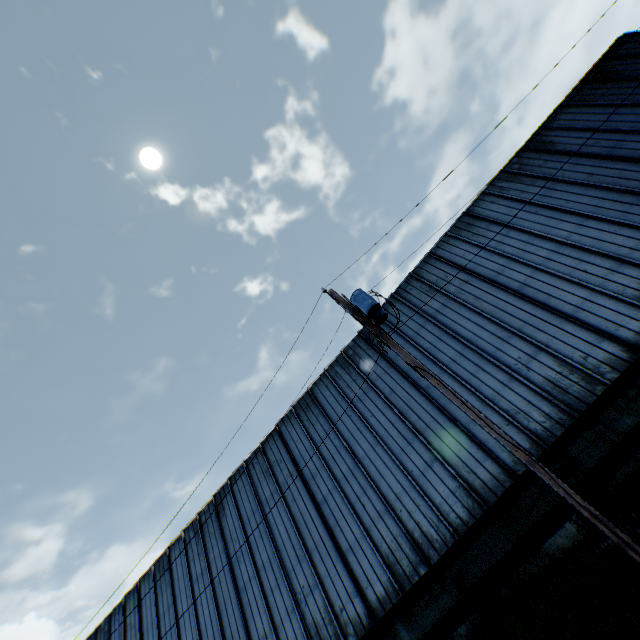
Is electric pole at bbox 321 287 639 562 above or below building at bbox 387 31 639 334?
below

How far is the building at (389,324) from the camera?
16.8m

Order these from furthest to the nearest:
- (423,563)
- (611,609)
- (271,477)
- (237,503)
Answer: (237,503), (271,477), (423,563), (611,609)

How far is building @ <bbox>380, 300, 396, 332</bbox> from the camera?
16.8m

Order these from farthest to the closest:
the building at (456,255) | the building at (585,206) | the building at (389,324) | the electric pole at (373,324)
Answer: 1. the building at (389,324)
2. the building at (456,255)
3. the building at (585,206)
4. the electric pole at (373,324)

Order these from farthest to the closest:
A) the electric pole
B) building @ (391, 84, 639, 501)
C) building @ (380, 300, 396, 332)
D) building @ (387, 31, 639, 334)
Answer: building @ (380, 300, 396, 332)
building @ (387, 31, 639, 334)
building @ (391, 84, 639, 501)
the electric pole

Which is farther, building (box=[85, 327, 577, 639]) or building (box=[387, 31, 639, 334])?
building (box=[387, 31, 639, 334])
